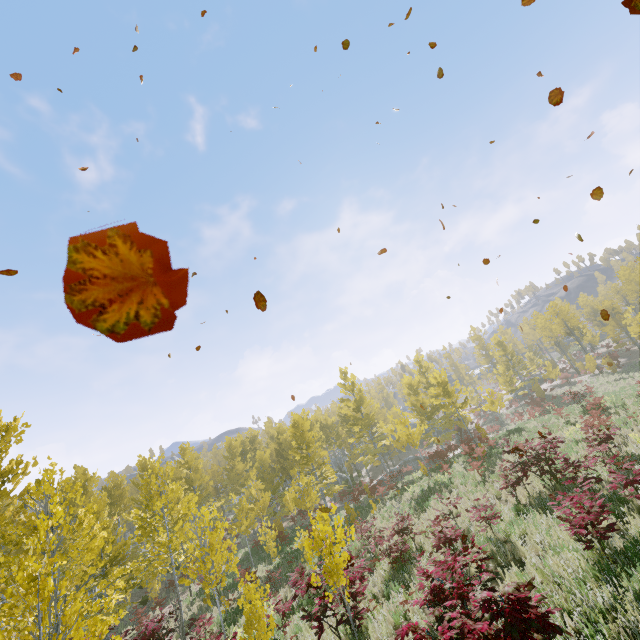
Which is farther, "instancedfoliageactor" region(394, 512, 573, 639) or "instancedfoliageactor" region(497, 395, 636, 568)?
"instancedfoliageactor" region(497, 395, 636, 568)

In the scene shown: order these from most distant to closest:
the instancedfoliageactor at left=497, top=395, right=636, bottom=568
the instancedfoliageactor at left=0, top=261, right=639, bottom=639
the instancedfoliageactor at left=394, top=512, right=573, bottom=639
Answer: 1. the instancedfoliageactor at left=0, top=261, right=639, bottom=639
2. the instancedfoliageactor at left=497, top=395, right=636, bottom=568
3. the instancedfoliageactor at left=394, top=512, right=573, bottom=639

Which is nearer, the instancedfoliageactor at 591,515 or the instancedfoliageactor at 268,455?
the instancedfoliageactor at 591,515

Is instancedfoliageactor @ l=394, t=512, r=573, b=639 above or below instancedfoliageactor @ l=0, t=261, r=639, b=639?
below

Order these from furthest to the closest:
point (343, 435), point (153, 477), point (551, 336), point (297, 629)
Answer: point (551, 336) → point (343, 435) → point (153, 477) → point (297, 629)

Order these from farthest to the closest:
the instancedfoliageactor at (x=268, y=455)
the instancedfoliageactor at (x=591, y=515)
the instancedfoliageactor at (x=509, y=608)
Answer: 1. the instancedfoliageactor at (x=268, y=455)
2. the instancedfoliageactor at (x=591, y=515)
3. the instancedfoliageactor at (x=509, y=608)
